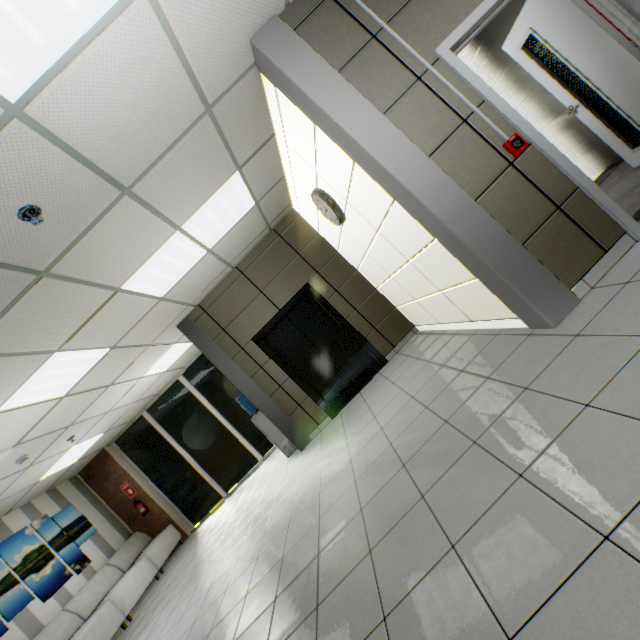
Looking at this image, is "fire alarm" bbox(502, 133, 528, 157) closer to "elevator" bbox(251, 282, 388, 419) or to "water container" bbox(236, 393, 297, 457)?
"elevator" bbox(251, 282, 388, 419)

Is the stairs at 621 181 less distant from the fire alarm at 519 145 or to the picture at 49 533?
the fire alarm at 519 145

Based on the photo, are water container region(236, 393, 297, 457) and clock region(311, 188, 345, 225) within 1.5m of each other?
no

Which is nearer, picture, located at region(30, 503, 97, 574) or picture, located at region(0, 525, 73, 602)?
picture, located at region(0, 525, 73, 602)

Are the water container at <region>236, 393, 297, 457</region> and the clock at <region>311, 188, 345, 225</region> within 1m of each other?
no

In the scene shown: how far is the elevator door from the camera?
6.1m

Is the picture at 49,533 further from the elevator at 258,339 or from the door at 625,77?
the door at 625,77

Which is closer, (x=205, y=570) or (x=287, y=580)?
(x=287, y=580)
